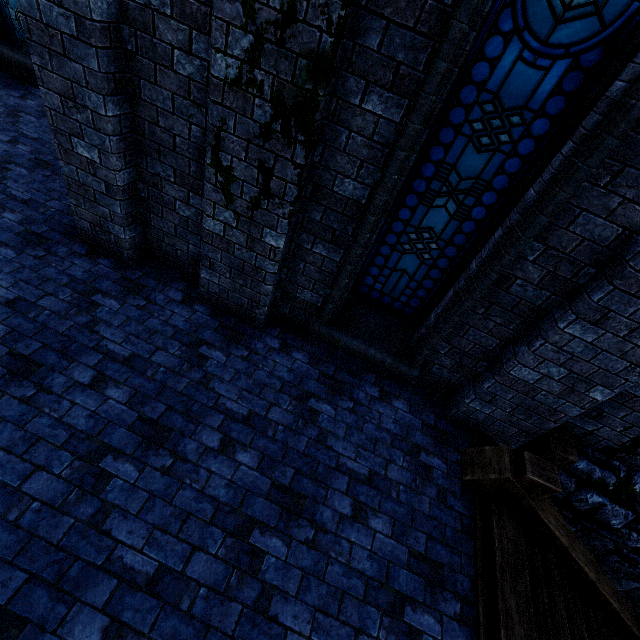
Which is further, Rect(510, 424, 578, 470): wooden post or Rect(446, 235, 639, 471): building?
Rect(510, 424, 578, 470): wooden post

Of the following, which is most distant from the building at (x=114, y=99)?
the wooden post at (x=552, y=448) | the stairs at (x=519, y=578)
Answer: the stairs at (x=519, y=578)

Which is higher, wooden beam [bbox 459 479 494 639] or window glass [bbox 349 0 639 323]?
window glass [bbox 349 0 639 323]

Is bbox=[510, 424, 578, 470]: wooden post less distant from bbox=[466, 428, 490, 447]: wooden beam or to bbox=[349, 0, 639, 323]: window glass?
bbox=[466, 428, 490, 447]: wooden beam

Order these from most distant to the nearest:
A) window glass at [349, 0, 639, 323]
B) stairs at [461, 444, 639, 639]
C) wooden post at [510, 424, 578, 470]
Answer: wooden post at [510, 424, 578, 470] → stairs at [461, 444, 639, 639] → window glass at [349, 0, 639, 323]

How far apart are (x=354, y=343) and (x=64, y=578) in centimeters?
329cm

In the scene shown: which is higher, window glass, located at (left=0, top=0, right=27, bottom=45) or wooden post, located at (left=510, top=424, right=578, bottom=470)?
window glass, located at (left=0, top=0, right=27, bottom=45)

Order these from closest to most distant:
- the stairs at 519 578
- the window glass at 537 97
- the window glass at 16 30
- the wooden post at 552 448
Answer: the window glass at 537 97, the stairs at 519 578, the wooden post at 552 448, the window glass at 16 30
